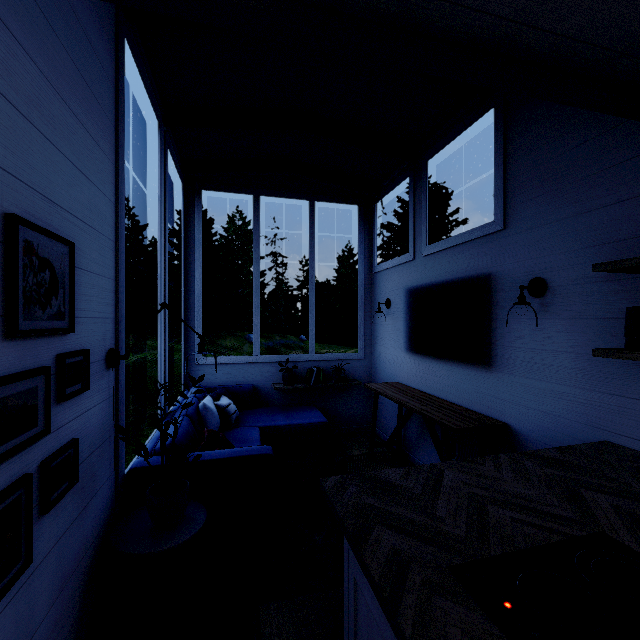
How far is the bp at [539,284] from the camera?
2.24m

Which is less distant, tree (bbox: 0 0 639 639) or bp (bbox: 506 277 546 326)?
tree (bbox: 0 0 639 639)

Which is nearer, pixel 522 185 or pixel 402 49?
pixel 402 49

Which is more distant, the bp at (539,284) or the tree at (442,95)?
the bp at (539,284)

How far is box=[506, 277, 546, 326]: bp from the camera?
2.24m
